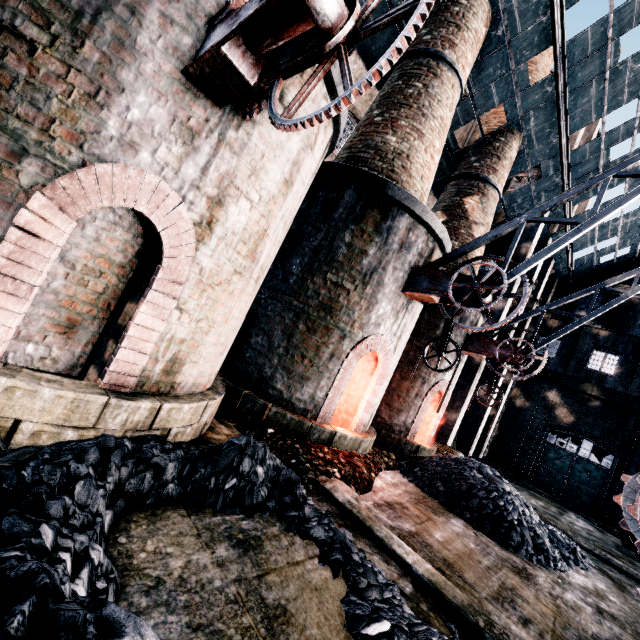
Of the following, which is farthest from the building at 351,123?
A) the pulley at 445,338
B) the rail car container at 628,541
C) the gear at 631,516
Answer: the pulley at 445,338

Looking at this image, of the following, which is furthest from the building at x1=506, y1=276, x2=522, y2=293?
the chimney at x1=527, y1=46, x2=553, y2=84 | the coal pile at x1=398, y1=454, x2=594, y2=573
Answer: the coal pile at x1=398, y1=454, x2=594, y2=573

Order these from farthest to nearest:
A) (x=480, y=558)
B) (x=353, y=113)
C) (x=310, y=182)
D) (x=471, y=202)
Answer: (x=471, y=202), (x=353, y=113), (x=310, y=182), (x=480, y=558)

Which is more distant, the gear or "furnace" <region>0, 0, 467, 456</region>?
the gear

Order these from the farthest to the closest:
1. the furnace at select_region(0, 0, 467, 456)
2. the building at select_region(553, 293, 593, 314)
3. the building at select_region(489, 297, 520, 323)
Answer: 1. the building at select_region(553, 293, 593, 314)
2. the building at select_region(489, 297, 520, 323)
3. the furnace at select_region(0, 0, 467, 456)

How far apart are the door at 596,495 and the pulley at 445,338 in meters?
23.7

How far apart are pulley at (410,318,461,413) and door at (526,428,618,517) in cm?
2375

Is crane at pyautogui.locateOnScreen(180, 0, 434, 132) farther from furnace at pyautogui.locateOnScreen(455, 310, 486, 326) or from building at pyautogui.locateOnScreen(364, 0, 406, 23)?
building at pyautogui.locateOnScreen(364, 0, 406, 23)
